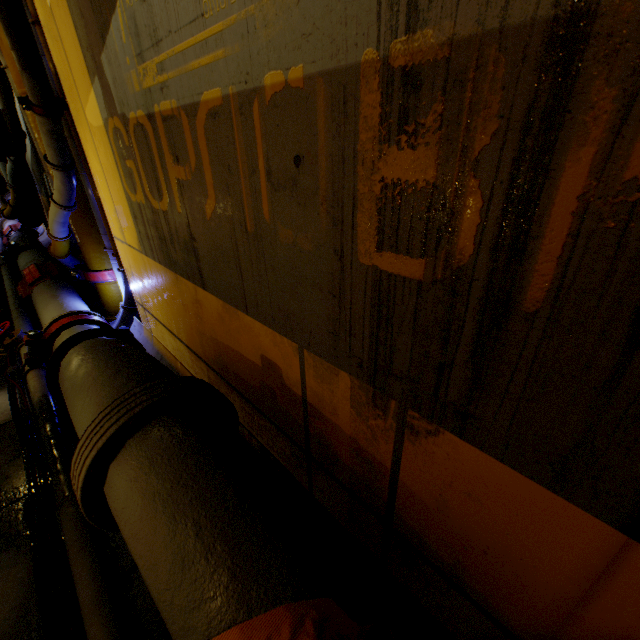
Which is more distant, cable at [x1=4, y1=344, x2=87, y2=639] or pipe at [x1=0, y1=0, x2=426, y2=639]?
cable at [x1=4, y1=344, x2=87, y2=639]

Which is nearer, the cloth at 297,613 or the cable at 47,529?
the cloth at 297,613

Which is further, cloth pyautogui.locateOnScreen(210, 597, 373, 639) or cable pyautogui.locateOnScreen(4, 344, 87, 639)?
cable pyautogui.locateOnScreen(4, 344, 87, 639)

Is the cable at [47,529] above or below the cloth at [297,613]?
below

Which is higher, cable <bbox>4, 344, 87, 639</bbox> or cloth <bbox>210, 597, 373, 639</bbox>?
cloth <bbox>210, 597, 373, 639</bbox>

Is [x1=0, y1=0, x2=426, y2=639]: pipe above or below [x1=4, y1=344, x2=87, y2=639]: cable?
above

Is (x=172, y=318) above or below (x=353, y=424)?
below
